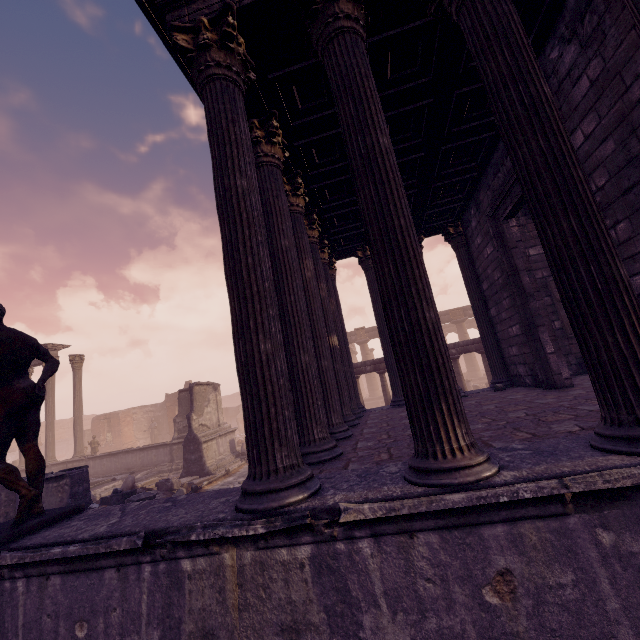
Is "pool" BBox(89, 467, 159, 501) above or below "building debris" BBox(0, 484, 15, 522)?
below

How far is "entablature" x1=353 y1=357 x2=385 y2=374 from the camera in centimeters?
1427cm

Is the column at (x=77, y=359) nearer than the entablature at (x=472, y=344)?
No

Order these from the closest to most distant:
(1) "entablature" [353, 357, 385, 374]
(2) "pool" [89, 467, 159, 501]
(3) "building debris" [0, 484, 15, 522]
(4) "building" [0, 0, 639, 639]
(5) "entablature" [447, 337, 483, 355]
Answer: (4) "building" [0, 0, 639, 639]
(3) "building debris" [0, 484, 15, 522]
(2) "pool" [89, 467, 159, 501]
(5) "entablature" [447, 337, 483, 355]
(1) "entablature" [353, 357, 385, 374]

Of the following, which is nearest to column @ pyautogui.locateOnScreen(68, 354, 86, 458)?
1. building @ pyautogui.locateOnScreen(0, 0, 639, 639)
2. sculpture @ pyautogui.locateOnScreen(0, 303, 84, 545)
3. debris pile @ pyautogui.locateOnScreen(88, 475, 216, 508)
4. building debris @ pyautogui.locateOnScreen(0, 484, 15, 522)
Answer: debris pile @ pyautogui.locateOnScreen(88, 475, 216, 508)

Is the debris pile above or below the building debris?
below

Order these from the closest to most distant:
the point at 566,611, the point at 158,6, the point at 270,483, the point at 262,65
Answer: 1. the point at 566,611
2. the point at 270,483
3. the point at 158,6
4. the point at 262,65

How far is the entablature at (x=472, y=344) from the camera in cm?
1359
